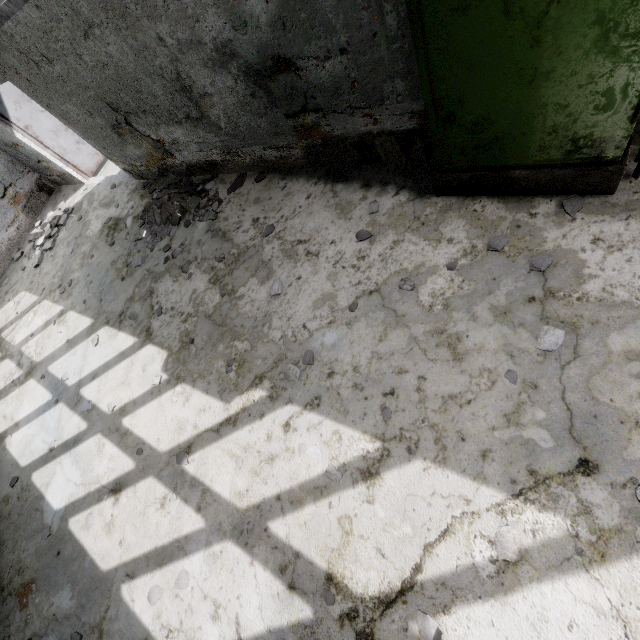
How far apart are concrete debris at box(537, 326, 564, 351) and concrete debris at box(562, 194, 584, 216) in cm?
103

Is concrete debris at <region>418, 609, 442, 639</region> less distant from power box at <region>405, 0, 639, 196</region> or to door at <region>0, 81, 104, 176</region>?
power box at <region>405, 0, 639, 196</region>

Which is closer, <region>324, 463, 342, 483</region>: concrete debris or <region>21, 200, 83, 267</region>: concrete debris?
<region>324, 463, 342, 483</region>: concrete debris

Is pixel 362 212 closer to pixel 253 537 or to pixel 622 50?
pixel 622 50

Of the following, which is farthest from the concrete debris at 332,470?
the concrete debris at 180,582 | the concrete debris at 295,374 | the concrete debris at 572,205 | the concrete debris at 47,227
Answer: the concrete debris at 47,227

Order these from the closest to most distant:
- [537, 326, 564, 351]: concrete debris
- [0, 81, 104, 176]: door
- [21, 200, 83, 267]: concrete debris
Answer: [537, 326, 564, 351]: concrete debris < [0, 81, 104, 176]: door < [21, 200, 83, 267]: concrete debris

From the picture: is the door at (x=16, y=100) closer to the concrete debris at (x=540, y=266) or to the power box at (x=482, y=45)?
the power box at (x=482, y=45)

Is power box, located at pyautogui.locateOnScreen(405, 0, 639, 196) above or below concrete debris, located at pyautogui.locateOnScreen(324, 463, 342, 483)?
above
